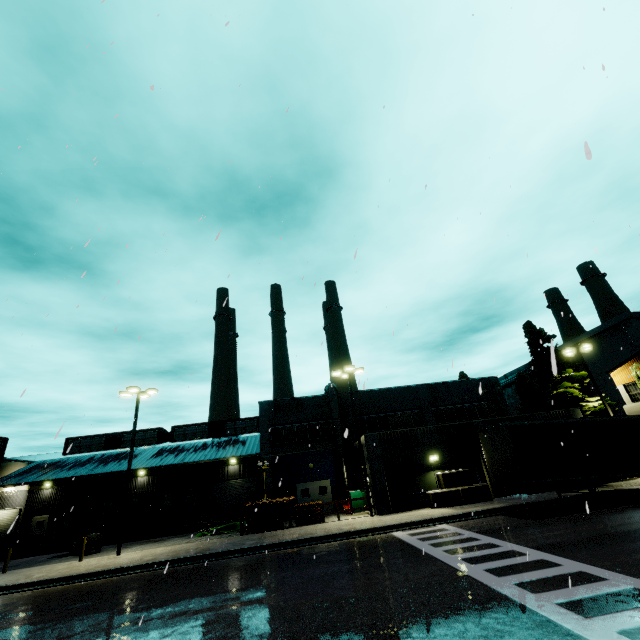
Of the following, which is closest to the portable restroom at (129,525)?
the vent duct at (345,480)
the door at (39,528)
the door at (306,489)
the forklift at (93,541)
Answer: the forklift at (93,541)

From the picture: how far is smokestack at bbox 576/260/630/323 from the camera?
46.5 meters

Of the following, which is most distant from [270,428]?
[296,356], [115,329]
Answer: [115,329]

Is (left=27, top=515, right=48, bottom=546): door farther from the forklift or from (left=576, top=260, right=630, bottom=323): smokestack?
(left=576, top=260, right=630, bottom=323): smokestack

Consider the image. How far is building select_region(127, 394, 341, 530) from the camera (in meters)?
28.80

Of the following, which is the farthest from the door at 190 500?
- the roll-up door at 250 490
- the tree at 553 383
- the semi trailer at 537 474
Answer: the tree at 553 383

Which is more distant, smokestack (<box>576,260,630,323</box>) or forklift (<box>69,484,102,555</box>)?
smokestack (<box>576,260,630,323</box>)

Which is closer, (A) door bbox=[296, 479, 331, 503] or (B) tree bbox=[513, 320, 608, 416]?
(B) tree bbox=[513, 320, 608, 416]
